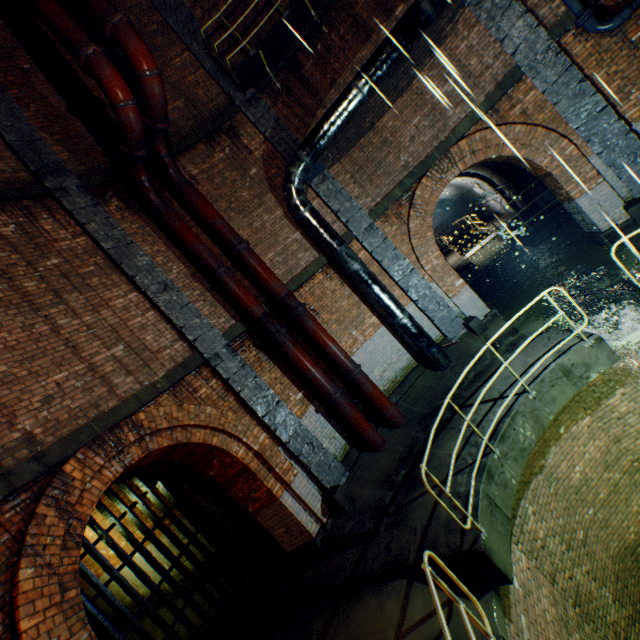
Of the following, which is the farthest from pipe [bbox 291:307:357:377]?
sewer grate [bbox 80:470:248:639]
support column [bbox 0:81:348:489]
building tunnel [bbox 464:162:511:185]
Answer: sewer grate [bbox 80:470:248:639]

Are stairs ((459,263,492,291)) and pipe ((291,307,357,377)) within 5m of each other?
no

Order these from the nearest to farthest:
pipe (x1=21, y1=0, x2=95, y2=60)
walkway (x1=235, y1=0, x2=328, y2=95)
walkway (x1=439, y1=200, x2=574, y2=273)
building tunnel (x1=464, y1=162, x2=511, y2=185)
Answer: pipe (x1=21, y1=0, x2=95, y2=60)
walkway (x1=235, y1=0, x2=328, y2=95)
walkway (x1=439, y1=200, x2=574, y2=273)
building tunnel (x1=464, y1=162, x2=511, y2=185)

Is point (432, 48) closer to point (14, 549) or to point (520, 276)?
point (520, 276)

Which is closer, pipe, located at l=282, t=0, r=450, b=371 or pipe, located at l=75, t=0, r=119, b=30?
pipe, located at l=75, t=0, r=119, b=30

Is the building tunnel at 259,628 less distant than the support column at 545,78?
Yes

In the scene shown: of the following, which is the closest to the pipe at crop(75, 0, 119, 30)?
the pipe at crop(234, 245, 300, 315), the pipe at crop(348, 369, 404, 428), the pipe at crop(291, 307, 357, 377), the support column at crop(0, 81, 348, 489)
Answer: the support column at crop(0, 81, 348, 489)

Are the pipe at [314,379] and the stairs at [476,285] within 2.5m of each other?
no
